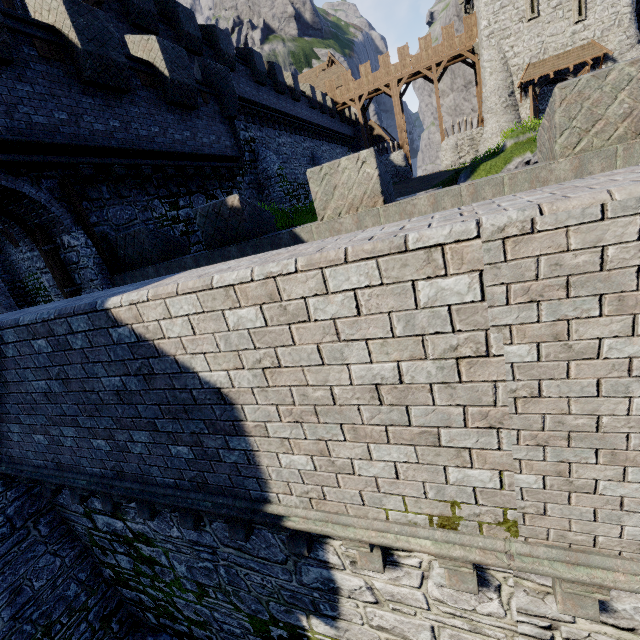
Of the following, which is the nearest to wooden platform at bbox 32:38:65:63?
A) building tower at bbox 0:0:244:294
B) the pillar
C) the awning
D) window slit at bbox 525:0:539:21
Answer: building tower at bbox 0:0:244:294

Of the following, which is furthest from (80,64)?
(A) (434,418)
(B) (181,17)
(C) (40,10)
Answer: (A) (434,418)

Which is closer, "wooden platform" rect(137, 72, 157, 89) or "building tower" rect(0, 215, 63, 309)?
"building tower" rect(0, 215, 63, 309)

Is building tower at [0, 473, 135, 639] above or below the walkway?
below

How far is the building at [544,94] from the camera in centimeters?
2733cm

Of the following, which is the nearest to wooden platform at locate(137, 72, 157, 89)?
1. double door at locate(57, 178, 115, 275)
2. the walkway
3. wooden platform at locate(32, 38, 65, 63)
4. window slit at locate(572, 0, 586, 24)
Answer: wooden platform at locate(32, 38, 65, 63)

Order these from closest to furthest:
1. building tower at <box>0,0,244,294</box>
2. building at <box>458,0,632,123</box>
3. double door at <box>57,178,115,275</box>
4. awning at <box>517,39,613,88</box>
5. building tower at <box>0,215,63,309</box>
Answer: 1. building tower at <box>0,0,244,294</box>
2. double door at <box>57,178,115,275</box>
3. building tower at <box>0,215,63,309</box>
4. building at <box>458,0,632,123</box>
5. awning at <box>517,39,613,88</box>

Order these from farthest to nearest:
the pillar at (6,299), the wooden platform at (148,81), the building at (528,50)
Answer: the building at (528,50), the pillar at (6,299), the wooden platform at (148,81)
